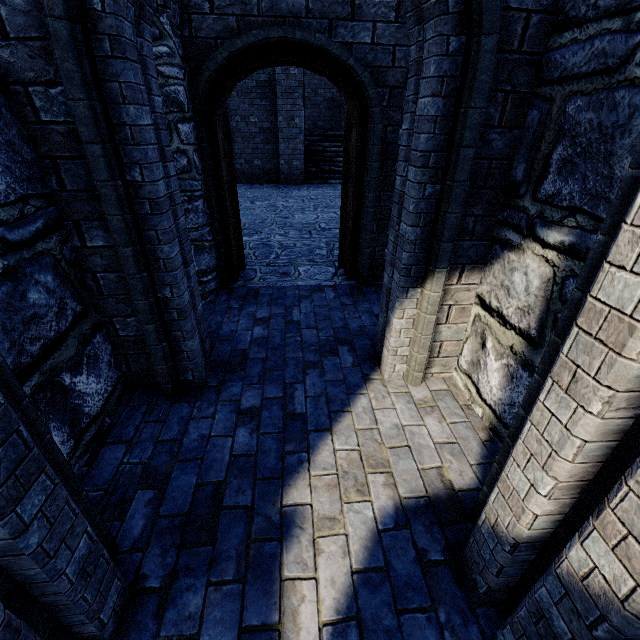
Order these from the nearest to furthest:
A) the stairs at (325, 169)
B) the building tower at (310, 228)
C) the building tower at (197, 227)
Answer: the building tower at (197, 227) < the building tower at (310, 228) < the stairs at (325, 169)

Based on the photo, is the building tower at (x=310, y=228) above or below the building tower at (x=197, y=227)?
below

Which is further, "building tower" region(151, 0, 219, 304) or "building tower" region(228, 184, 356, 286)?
"building tower" region(228, 184, 356, 286)

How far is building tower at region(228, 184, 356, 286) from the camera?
5.1 meters

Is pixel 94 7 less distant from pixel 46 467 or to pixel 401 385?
pixel 46 467

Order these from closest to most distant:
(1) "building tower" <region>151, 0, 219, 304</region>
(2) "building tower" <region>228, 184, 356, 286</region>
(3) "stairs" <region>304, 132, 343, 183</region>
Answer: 1. (1) "building tower" <region>151, 0, 219, 304</region>
2. (2) "building tower" <region>228, 184, 356, 286</region>
3. (3) "stairs" <region>304, 132, 343, 183</region>

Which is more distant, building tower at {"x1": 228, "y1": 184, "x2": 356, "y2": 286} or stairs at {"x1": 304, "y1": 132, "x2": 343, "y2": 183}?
stairs at {"x1": 304, "y1": 132, "x2": 343, "y2": 183}
